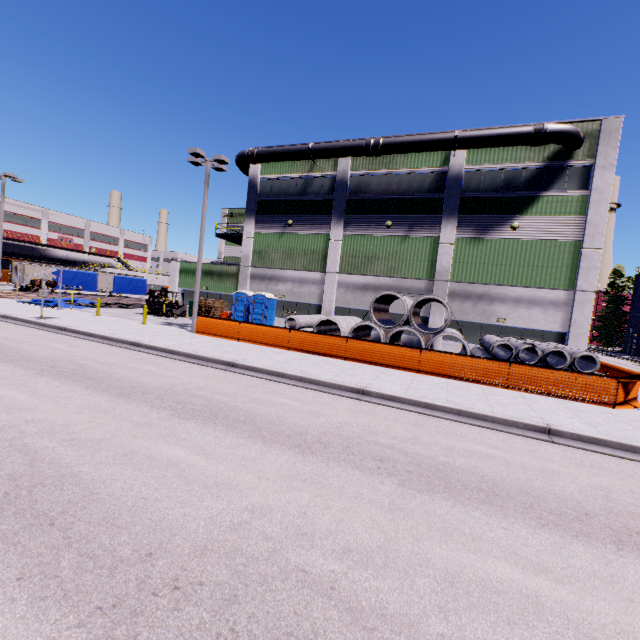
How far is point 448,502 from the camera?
4.9m

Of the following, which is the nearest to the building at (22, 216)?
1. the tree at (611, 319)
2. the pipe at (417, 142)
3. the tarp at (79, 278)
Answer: the pipe at (417, 142)

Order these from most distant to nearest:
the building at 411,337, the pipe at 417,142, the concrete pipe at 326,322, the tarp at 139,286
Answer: the tarp at 139,286, the building at 411,337, the concrete pipe at 326,322, the pipe at 417,142

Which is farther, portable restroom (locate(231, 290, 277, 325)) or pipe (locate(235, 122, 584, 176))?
portable restroom (locate(231, 290, 277, 325))

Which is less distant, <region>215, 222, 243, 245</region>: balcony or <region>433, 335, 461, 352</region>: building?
<region>433, 335, 461, 352</region>: building

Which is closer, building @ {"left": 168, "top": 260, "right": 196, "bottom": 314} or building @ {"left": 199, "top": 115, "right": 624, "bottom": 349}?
building @ {"left": 199, "top": 115, "right": 624, "bottom": 349}

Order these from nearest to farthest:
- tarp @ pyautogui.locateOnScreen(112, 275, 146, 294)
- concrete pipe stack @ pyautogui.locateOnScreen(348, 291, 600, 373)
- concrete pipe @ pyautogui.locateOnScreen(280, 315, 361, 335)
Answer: concrete pipe stack @ pyautogui.locateOnScreen(348, 291, 600, 373) < concrete pipe @ pyautogui.locateOnScreen(280, 315, 361, 335) < tarp @ pyautogui.locateOnScreen(112, 275, 146, 294)

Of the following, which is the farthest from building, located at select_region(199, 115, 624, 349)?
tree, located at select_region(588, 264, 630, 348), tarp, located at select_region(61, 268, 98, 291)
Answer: tree, located at select_region(588, 264, 630, 348)
